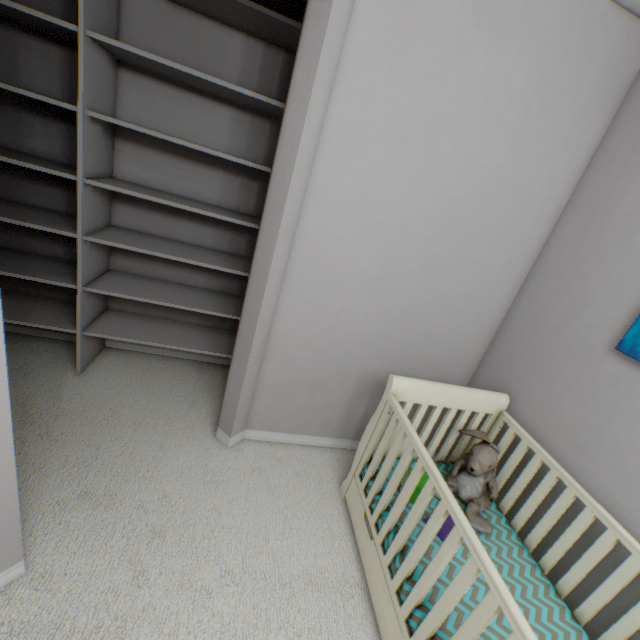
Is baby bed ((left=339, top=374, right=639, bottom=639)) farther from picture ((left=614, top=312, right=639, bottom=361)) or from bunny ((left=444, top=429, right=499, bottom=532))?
picture ((left=614, top=312, right=639, bottom=361))

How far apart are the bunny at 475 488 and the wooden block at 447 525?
0.1m

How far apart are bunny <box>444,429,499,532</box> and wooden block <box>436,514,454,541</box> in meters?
0.1

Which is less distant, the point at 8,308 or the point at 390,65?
the point at 390,65

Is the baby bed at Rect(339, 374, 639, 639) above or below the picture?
below

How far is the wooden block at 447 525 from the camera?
1.32m

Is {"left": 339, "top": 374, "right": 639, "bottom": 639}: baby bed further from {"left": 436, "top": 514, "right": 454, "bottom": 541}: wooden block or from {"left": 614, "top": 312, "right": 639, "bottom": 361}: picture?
{"left": 614, "top": 312, "right": 639, "bottom": 361}: picture

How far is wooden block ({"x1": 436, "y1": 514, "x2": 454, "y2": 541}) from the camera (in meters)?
1.32
